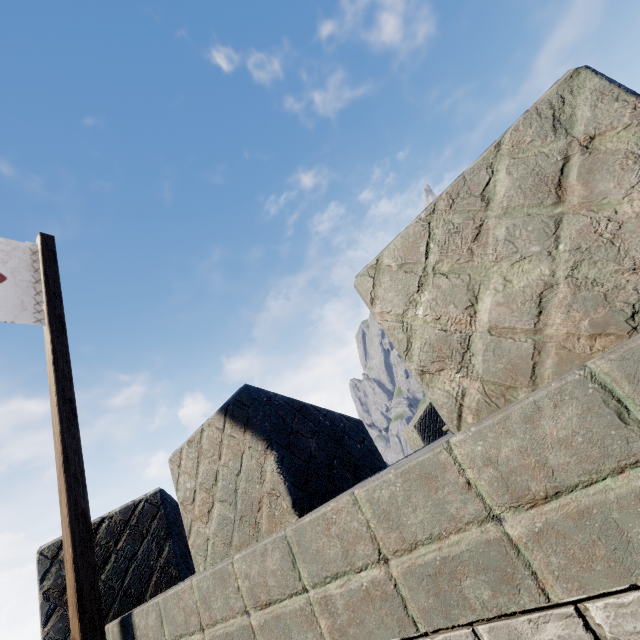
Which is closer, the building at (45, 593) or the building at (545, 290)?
the building at (545, 290)

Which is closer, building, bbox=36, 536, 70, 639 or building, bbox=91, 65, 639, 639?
building, bbox=91, 65, 639, 639

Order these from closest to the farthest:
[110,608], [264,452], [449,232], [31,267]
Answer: [449,232] → [264,452] → [110,608] → [31,267]

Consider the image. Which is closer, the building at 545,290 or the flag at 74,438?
the building at 545,290

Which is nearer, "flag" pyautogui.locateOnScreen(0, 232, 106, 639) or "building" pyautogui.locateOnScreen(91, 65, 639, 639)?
"building" pyautogui.locateOnScreen(91, 65, 639, 639)
